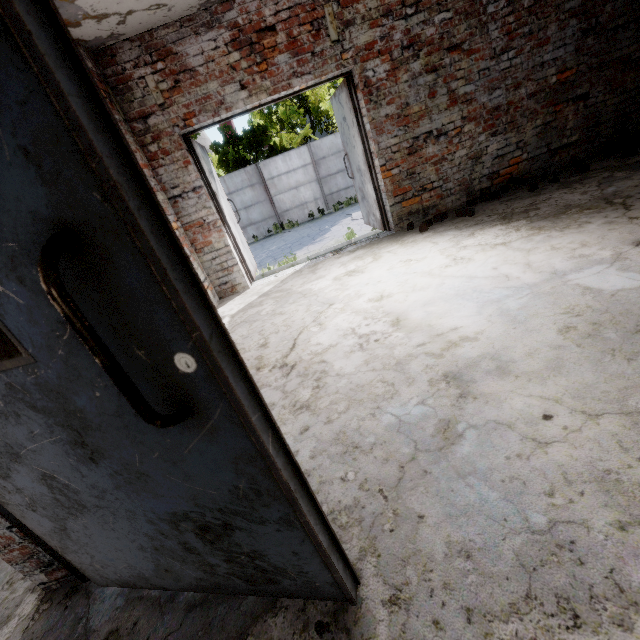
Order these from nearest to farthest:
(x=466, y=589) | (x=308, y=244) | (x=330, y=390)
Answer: (x=466, y=589), (x=330, y=390), (x=308, y=244)

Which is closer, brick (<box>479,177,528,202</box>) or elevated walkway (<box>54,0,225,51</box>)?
elevated walkway (<box>54,0,225,51</box>)

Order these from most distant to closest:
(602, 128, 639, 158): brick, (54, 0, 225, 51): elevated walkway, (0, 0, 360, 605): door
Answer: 1. (602, 128, 639, 158): brick
2. (54, 0, 225, 51): elevated walkway
3. (0, 0, 360, 605): door

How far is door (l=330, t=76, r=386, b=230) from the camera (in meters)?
4.61

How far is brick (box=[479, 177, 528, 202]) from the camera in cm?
466

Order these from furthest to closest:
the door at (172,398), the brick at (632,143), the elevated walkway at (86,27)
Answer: the brick at (632,143) → the elevated walkway at (86,27) → the door at (172,398)

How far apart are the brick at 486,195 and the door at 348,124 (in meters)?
1.22

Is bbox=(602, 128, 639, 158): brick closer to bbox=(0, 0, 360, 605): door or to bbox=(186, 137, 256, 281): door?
bbox=(186, 137, 256, 281): door
